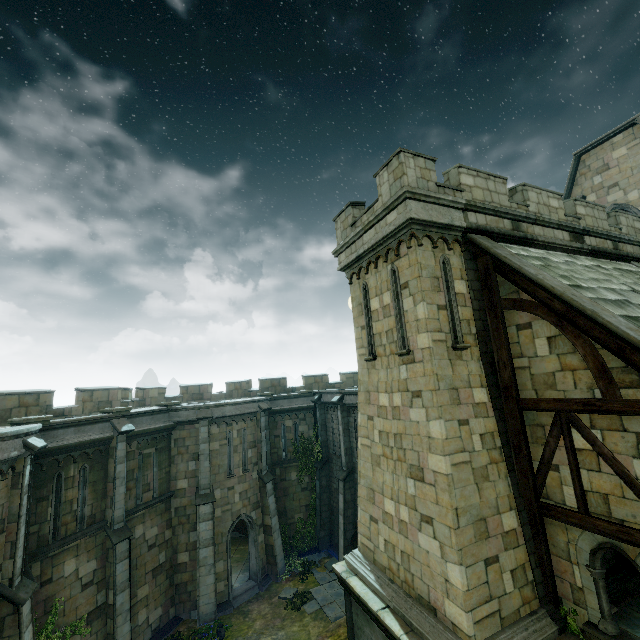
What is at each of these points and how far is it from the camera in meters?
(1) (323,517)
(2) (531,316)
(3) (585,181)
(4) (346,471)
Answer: (1) stone column, 21.6
(2) building, 7.9
(3) building, 19.5
(4) stone column, 19.4

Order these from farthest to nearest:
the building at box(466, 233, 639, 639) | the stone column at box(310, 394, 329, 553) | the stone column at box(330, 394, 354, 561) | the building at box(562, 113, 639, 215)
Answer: the stone column at box(310, 394, 329, 553) < the stone column at box(330, 394, 354, 561) < the building at box(562, 113, 639, 215) < the building at box(466, 233, 639, 639)

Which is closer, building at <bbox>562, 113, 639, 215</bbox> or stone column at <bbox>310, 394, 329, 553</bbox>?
building at <bbox>562, 113, 639, 215</bbox>

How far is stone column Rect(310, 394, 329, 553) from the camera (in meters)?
21.38

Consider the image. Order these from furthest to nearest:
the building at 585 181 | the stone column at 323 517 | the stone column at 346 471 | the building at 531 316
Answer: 1. the stone column at 323 517
2. the stone column at 346 471
3. the building at 585 181
4. the building at 531 316

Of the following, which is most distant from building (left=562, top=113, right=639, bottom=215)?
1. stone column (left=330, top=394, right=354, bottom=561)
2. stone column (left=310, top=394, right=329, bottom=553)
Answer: stone column (left=310, top=394, right=329, bottom=553)

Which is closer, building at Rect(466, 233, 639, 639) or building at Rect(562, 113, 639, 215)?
building at Rect(466, 233, 639, 639)

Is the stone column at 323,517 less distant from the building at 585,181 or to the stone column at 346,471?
the stone column at 346,471
